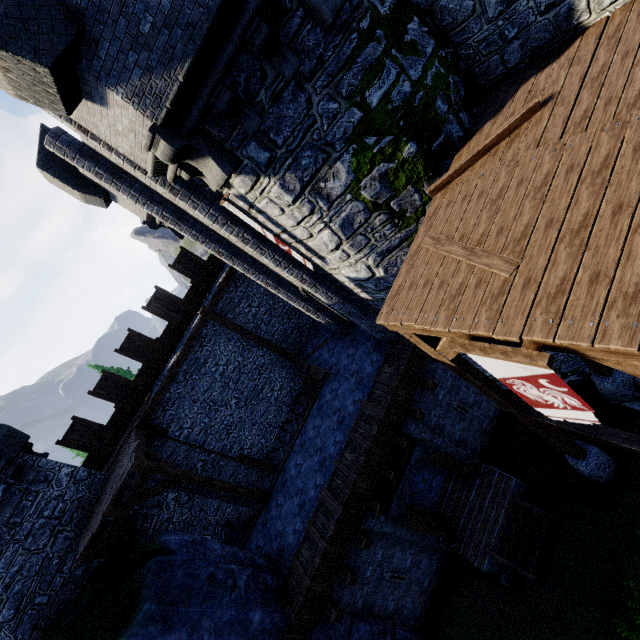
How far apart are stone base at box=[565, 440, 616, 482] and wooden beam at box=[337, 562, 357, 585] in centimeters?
699cm

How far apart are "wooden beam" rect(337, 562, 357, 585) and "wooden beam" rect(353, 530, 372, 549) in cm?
74

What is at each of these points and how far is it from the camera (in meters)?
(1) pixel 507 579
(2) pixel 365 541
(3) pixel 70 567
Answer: (1) rock, 10.01
(2) wooden beam, 9.16
(3) building tower, 9.89

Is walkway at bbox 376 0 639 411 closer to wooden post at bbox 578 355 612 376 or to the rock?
wooden post at bbox 578 355 612 376

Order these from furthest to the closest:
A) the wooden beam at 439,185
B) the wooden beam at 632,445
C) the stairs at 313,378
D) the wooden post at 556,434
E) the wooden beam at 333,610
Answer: the stairs at 313,378 < the wooden beam at 333,610 < the wooden post at 556,434 < the wooden beam at 632,445 < the wooden beam at 439,185

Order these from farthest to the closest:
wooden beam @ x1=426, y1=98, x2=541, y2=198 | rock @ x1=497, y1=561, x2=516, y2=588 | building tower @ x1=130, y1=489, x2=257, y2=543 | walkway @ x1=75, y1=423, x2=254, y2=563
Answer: building tower @ x1=130, y1=489, x2=257, y2=543 → rock @ x1=497, y1=561, x2=516, y2=588 → walkway @ x1=75, y1=423, x2=254, y2=563 → wooden beam @ x1=426, y1=98, x2=541, y2=198

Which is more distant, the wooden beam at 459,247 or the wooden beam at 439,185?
the wooden beam at 439,185

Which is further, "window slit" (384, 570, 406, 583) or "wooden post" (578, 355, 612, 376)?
"window slit" (384, 570, 406, 583)
